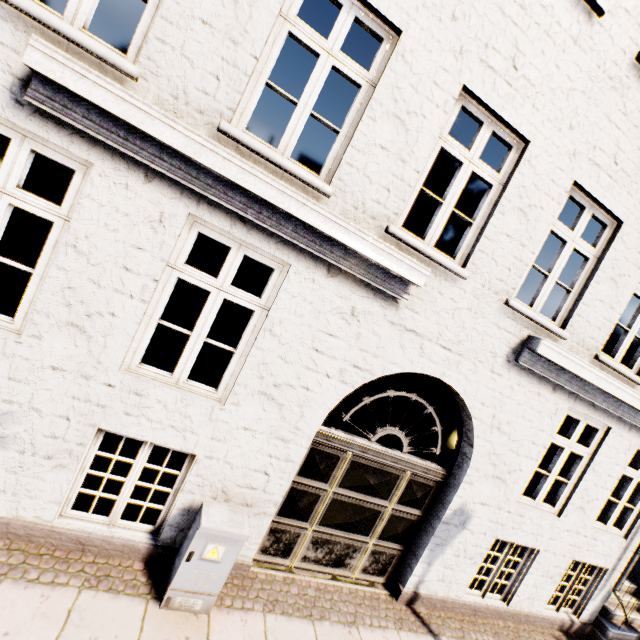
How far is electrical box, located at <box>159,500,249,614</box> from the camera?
3.30m

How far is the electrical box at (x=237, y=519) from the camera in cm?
330

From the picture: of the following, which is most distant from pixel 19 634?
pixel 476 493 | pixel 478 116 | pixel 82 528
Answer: pixel 478 116
